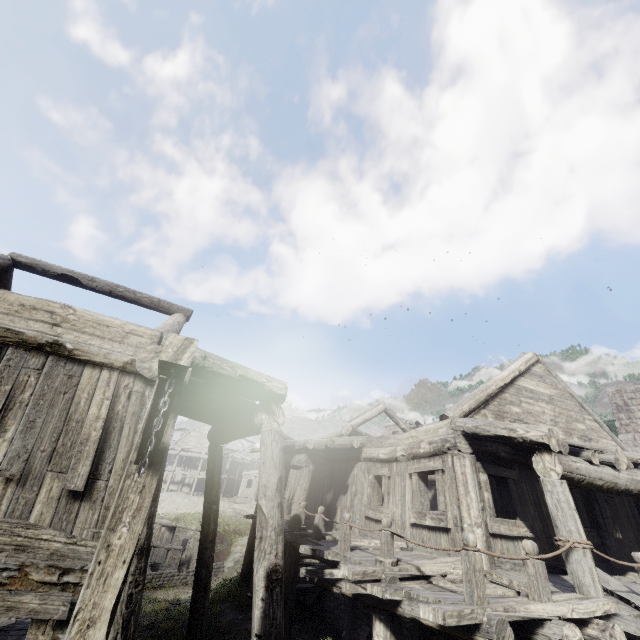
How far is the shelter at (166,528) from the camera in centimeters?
2216cm

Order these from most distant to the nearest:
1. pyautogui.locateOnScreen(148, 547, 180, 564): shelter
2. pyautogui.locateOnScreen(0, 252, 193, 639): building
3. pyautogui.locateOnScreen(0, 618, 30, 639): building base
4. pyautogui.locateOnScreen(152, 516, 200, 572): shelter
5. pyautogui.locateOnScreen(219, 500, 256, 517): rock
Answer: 1. pyautogui.locateOnScreen(219, 500, 256, 517): rock
2. pyautogui.locateOnScreen(148, 547, 180, 564): shelter
3. pyautogui.locateOnScreen(152, 516, 200, 572): shelter
4. pyautogui.locateOnScreen(0, 618, 30, 639): building base
5. pyautogui.locateOnScreen(0, 252, 193, 639): building

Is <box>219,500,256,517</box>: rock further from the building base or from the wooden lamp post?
the wooden lamp post

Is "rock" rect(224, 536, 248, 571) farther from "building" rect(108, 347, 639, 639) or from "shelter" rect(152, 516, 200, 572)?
"building" rect(108, 347, 639, 639)

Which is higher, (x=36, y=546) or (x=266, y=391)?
(x=266, y=391)

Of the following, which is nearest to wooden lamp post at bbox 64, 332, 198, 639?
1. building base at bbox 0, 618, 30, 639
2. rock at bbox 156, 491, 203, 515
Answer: building base at bbox 0, 618, 30, 639

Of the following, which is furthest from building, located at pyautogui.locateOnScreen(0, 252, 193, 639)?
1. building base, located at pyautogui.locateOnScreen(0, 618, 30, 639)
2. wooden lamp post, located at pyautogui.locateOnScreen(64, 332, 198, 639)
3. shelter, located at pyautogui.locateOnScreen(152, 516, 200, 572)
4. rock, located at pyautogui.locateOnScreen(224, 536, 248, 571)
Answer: rock, located at pyautogui.locateOnScreen(224, 536, 248, 571)

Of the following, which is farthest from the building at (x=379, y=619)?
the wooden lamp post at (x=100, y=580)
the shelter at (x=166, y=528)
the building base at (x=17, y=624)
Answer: the shelter at (x=166, y=528)
